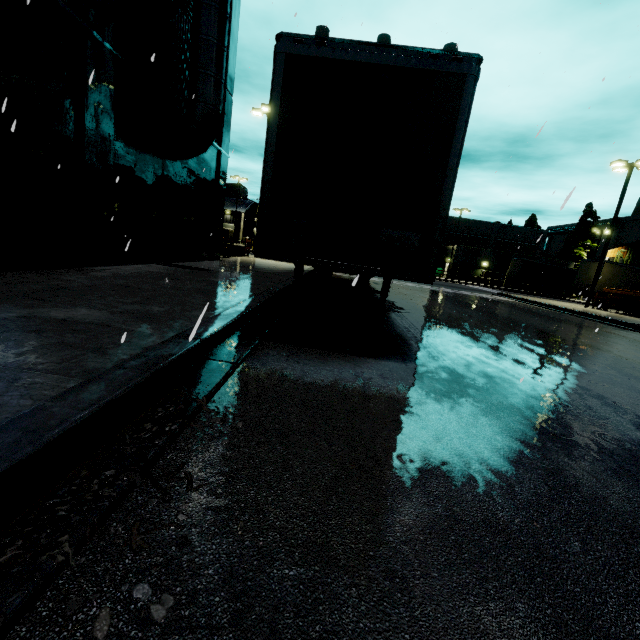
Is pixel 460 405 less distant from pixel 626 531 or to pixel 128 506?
pixel 626 531

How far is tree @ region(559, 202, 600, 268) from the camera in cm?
4706

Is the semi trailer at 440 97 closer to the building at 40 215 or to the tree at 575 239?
the building at 40 215

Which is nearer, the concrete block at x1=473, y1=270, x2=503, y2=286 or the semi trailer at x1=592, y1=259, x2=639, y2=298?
the semi trailer at x1=592, y1=259, x2=639, y2=298

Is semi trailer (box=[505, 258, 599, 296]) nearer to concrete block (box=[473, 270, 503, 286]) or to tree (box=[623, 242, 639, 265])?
tree (box=[623, 242, 639, 265])

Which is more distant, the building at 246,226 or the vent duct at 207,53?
the building at 246,226

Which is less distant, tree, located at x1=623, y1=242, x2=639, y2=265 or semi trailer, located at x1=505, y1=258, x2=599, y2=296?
semi trailer, located at x1=505, y1=258, x2=599, y2=296

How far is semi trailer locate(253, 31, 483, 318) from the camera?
4.08m
